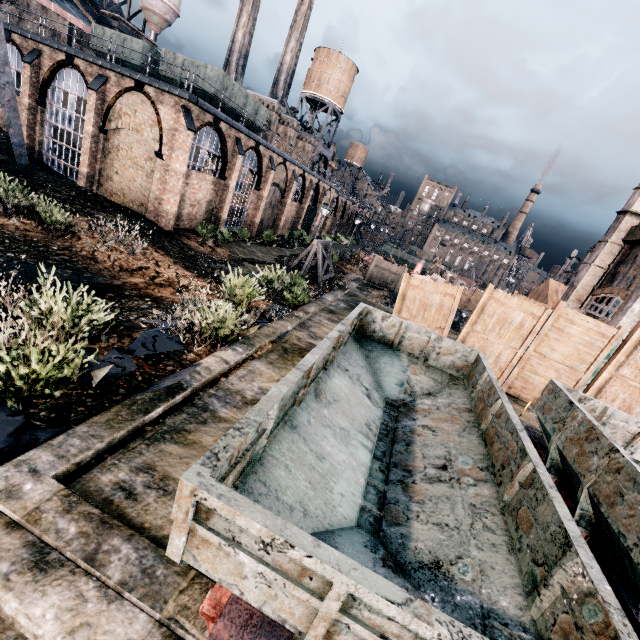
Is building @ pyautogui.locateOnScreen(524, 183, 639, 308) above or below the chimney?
below

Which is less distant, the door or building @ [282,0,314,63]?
the door

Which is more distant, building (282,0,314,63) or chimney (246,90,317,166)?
building (282,0,314,63)

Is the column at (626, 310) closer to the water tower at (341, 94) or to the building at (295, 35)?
the water tower at (341, 94)

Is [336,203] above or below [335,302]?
above

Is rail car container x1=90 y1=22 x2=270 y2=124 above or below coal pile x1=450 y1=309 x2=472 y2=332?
above

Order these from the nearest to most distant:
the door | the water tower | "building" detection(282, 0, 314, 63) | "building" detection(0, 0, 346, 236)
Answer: the door, "building" detection(0, 0, 346, 236), the water tower, "building" detection(282, 0, 314, 63)

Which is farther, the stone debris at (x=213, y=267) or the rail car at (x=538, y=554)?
the stone debris at (x=213, y=267)
